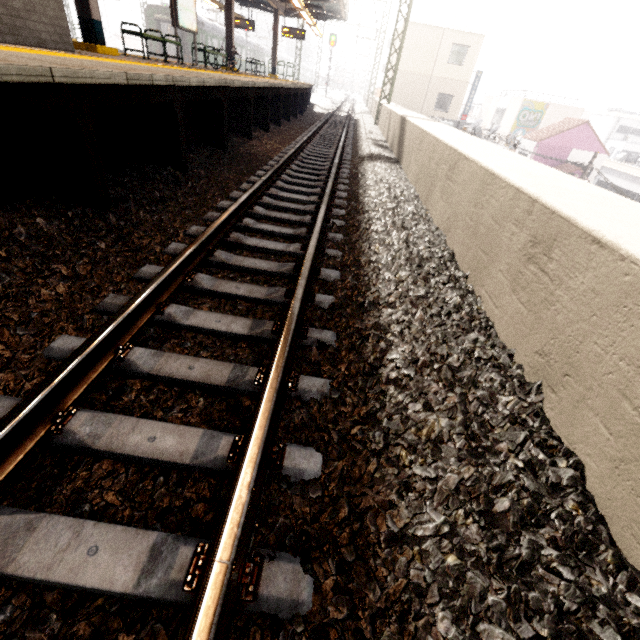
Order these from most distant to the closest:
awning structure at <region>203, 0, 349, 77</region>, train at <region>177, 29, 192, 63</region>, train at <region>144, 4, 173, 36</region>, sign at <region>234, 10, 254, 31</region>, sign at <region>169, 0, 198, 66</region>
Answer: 1. train at <region>177, 29, 192, 63</region>
2. train at <region>144, 4, 173, 36</region>
3. sign at <region>234, 10, 254, 31</region>
4. awning structure at <region>203, 0, 349, 77</region>
5. sign at <region>169, 0, 198, 66</region>

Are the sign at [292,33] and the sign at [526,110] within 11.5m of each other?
no

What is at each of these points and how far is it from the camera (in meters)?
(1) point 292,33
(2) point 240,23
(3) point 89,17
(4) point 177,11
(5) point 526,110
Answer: (1) sign, 20.03
(2) sign, 19.98
(3) awning structure, 7.09
(4) sign, 9.96
(5) sign, 31.06

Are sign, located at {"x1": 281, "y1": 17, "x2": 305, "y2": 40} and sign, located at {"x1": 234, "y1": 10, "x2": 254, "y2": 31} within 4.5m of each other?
yes

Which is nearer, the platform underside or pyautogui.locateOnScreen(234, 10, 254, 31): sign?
the platform underside

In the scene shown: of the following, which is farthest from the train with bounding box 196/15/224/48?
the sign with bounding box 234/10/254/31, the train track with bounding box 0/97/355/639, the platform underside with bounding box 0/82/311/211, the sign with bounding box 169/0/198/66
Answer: the train track with bounding box 0/97/355/639

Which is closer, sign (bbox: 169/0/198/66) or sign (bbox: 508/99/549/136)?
sign (bbox: 169/0/198/66)

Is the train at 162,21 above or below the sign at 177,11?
above
